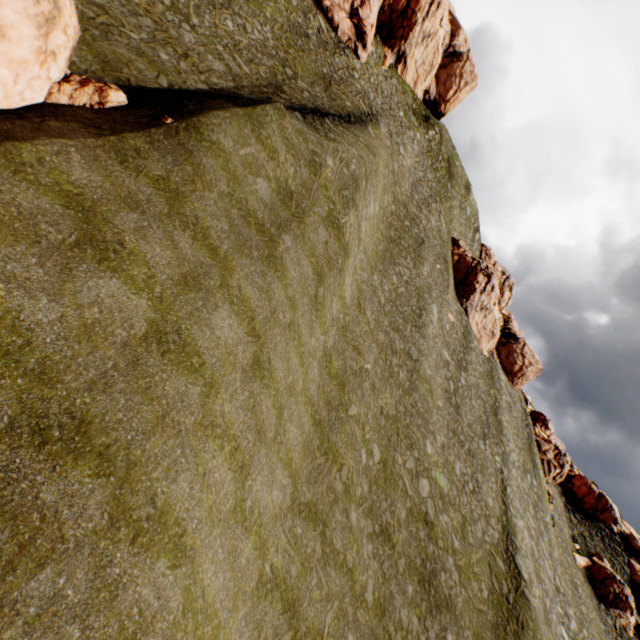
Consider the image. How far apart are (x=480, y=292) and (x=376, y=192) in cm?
2744

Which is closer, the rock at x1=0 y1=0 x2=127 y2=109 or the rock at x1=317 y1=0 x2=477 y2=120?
the rock at x1=0 y1=0 x2=127 y2=109

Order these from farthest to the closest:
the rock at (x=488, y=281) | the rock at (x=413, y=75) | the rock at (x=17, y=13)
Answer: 1. the rock at (x=488, y=281)
2. the rock at (x=413, y=75)
3. the rock at (x=17, y=13)

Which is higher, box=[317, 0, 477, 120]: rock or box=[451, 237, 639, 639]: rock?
box=[317, 0, 477, 120]: rock

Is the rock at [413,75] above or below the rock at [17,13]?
above

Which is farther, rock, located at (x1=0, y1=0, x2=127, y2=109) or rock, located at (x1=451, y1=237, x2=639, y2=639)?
rock, located at (x1=451, y1=237, x2=639, y2=639)

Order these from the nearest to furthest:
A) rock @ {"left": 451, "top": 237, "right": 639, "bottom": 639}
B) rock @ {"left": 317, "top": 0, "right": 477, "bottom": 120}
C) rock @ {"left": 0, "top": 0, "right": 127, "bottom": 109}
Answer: rock @ {"left": 0, "top": 0, "right": 127, "bottom": 109} < rock @ {"left": 317, "top": 0, "right": 477, "bottom": 120} < rock @ {"left": 451, "top": 237, "right": 639, "bottom": 639}
